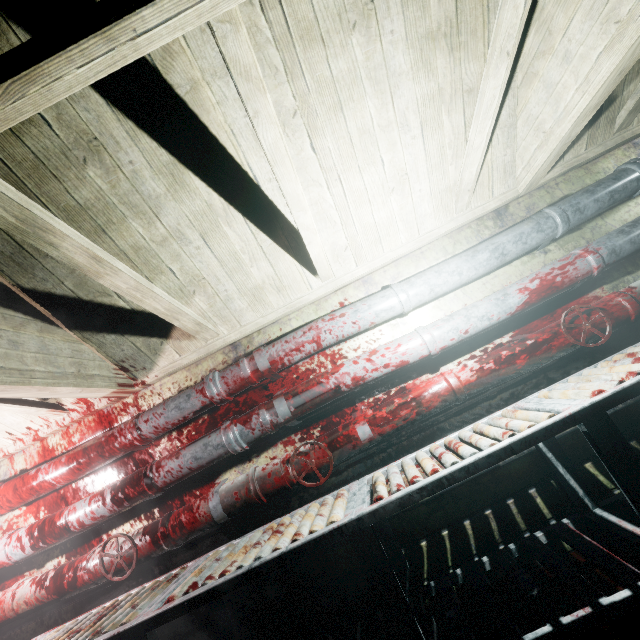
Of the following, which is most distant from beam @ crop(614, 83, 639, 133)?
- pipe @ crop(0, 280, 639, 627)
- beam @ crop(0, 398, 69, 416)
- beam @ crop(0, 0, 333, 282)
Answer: beam @ crop(0, 398, 69, 416)

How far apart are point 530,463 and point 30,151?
3.1m

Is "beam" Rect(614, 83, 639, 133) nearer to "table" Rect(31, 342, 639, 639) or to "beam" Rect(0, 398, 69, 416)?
"table" Rect(31, 342, 639, 639)

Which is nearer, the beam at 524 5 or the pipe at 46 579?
the beam at 524 5

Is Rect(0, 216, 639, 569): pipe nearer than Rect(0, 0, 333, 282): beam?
No

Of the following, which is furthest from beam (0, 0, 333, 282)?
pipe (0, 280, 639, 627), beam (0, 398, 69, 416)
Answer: pipe (0, 280, 639, 627)

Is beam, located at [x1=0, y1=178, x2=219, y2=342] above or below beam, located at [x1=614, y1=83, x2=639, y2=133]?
above

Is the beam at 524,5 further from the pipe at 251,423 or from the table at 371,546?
the table at 371,546
